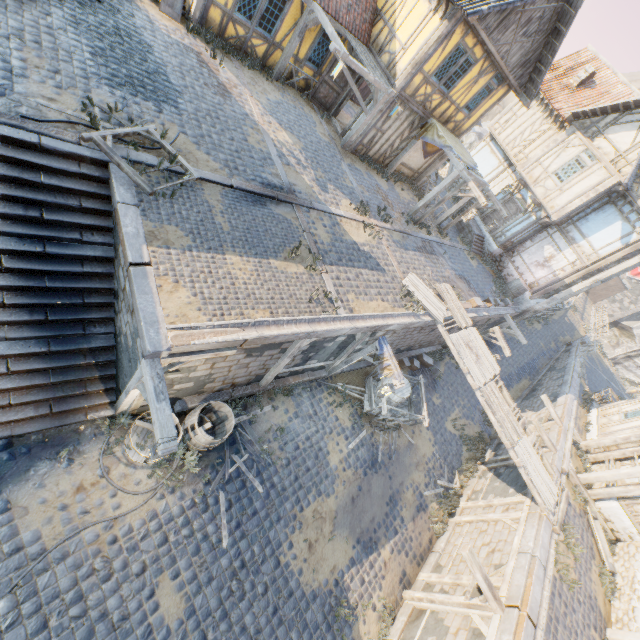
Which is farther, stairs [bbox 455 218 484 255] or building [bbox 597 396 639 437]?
stairs [bbox 455 218 484 255]

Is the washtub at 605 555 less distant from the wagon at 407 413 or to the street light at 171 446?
the wagon at 407 413

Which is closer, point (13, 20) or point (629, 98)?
A: point (13, 20)

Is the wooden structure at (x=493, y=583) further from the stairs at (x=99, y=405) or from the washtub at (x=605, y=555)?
the stairs at (x=99, y=405)

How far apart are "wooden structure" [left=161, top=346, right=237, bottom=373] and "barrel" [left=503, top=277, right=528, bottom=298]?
18.2 meters

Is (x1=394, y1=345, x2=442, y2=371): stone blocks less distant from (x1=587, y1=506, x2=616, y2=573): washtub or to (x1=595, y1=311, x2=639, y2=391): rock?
(x1=595, y1=311, x2=639, y2=391): rock

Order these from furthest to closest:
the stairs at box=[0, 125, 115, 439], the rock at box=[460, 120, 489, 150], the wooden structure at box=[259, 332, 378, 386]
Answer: the rock at box=[460, 120, 489, 150] → the wooden structure at box=[259, 332, 378, 386] → the stairs at box=[0, 125, 115, 439]

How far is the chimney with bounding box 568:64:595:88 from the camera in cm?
1803
